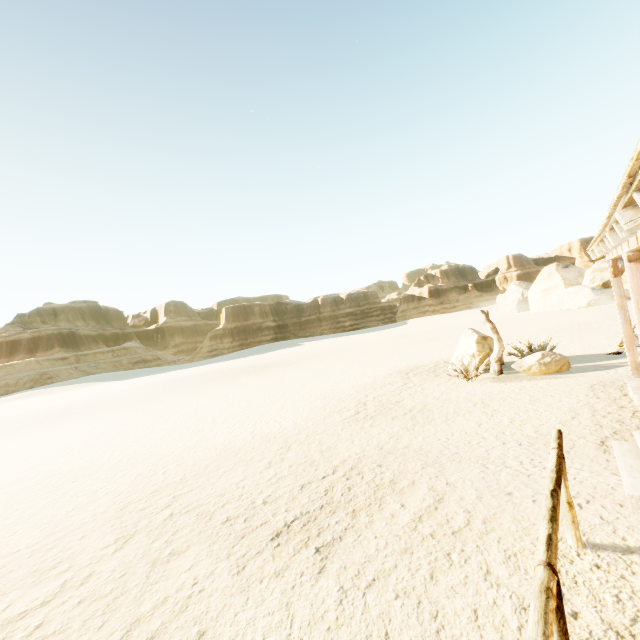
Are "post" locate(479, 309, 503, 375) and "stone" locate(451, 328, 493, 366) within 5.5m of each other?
yes

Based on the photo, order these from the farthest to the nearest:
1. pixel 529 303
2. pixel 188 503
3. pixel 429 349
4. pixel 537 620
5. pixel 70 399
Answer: pixel 529 303 < pixel 70 399 < pixel 429 349 < pixel 188 503 < pixel 537 620

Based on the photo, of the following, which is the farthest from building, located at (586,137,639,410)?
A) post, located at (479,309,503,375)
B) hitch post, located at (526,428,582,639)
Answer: post, located at (479,309,503,375)

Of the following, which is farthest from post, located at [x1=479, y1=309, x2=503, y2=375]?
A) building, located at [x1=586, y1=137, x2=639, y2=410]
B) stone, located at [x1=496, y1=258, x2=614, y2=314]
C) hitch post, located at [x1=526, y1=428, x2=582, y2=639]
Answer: stone, located at [x1=496, y1=258, x2=614, y2=314]

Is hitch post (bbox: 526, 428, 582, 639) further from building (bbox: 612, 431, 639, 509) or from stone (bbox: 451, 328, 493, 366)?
stone (bbox: 451, 328, 493, 366)

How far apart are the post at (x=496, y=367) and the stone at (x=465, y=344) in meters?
0.4

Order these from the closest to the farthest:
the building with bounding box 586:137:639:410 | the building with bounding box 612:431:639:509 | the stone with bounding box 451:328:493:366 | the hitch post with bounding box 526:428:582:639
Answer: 1. the hitch post with bounding box 526:428:582:639
2. the building with bounding box 586:137:639:410
3. the building with bounding box 612:431:639:509
4. the stone with bounding box 451:328:493:366

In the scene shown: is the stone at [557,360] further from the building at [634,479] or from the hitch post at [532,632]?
the hitch post at [532,632]
